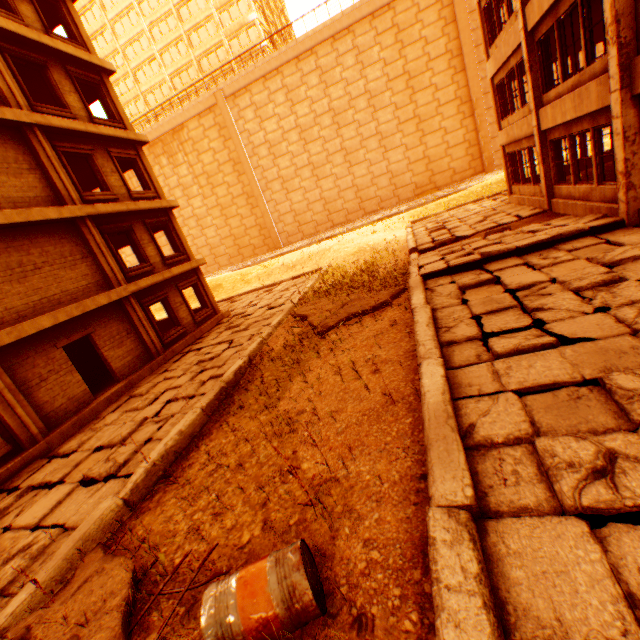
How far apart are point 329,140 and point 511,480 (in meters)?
38.87

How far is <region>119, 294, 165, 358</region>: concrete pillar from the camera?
12.5m

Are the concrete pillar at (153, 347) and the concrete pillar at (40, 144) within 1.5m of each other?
no

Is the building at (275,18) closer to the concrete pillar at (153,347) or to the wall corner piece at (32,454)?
the wall corner piece at (32,454)

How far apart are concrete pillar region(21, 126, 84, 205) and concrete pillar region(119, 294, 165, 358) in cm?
349

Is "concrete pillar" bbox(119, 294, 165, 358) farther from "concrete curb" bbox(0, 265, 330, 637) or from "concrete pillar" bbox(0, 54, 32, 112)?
"concrete pillar" bbox(0, 54, 32, 112)

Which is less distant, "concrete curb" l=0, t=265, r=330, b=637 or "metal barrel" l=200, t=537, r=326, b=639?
"metal barrel" l=200, t=537, r=326, b=639

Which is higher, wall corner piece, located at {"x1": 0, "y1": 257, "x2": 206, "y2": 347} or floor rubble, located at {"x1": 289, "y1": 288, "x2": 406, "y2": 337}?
wall corner piece, located at {"x1": 0, "y1": 257, "x2": 206, "y2": 347}
